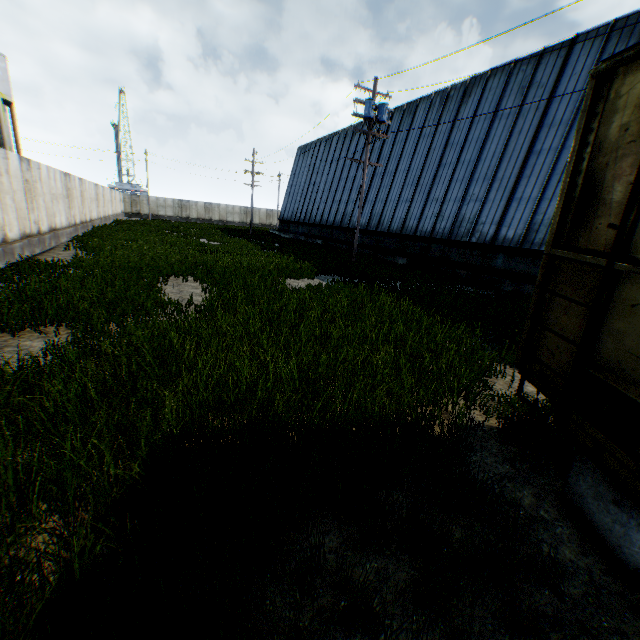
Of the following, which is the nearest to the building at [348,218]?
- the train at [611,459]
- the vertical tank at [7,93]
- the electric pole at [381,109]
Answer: the electric pole at [381,109]

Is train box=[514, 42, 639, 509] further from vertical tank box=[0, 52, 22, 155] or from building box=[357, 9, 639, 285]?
vertical tank box=[0, 52, 22, 155]

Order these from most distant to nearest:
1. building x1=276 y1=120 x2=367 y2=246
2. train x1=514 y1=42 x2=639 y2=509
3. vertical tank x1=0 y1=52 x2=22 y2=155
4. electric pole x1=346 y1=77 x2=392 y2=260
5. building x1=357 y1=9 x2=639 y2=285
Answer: Answer:
1. building x1=276 y1=120 x2=367 y2=246
2. vertical tank x1=0 y1=52 x2=22 y2=155
3. electric pole x1=346 y1=77 x2=392 y2=260
4. building x1=357 y1=9 x2=639 y2=285
5. train x1=514 y1=42 x2=639 y2=509

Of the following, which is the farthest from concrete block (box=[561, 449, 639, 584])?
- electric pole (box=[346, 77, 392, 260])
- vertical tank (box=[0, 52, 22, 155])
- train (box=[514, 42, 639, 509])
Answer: vertical tank (box=[0, 52, 22, 155])

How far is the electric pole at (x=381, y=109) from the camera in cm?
1617

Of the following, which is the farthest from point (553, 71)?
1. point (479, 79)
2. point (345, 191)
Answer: point (345, 191)

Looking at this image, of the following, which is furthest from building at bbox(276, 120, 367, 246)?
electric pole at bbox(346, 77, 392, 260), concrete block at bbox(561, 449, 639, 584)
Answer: concrete block at bbox(561, 449, 639, 584)

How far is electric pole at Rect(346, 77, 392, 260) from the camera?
16.17m
